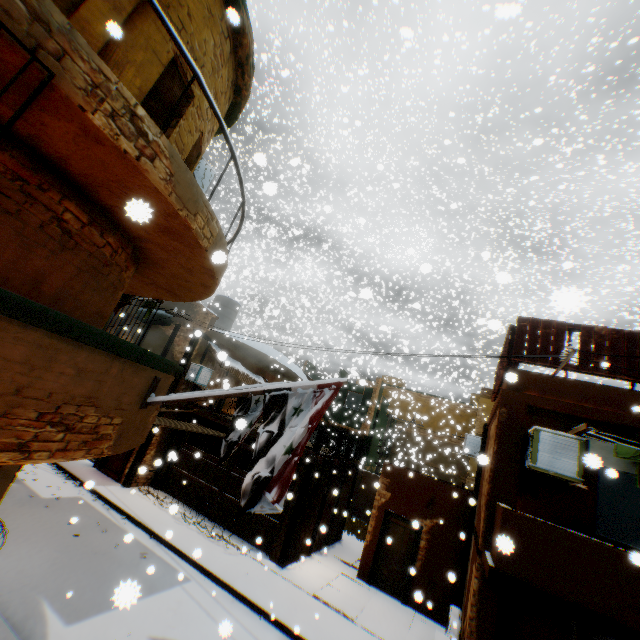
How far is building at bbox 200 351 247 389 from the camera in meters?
15.5 m

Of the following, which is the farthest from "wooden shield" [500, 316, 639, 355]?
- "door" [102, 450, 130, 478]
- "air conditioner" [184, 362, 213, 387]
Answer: "door" [102, 450, 130, 478]

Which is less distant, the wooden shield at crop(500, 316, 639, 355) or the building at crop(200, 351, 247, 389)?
the wooden shield at crop(500, 316, 639, 355)

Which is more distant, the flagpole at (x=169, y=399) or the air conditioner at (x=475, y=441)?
the air conditioner at (x=475, y=441)

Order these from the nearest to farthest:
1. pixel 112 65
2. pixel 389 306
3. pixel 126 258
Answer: pixel 112 65 < pixel 126 258 < pixel 389 306

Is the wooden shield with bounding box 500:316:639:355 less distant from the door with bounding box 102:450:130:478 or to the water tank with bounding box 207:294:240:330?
the door with bounding box 102:450:130:478

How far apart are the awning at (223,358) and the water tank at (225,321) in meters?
2.2

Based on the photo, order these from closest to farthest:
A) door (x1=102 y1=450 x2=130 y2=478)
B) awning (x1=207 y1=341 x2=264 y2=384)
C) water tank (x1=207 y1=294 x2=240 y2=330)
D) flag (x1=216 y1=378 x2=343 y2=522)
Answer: flag (x1=216 y1=378 x2=343 y2=522), awning (x1=207 y1=341 x2=264 y2=384), door (x1=102 y1=450 x2=130 y2=478), water tank (x1=207 y1=294 x2=240 y2=330)
